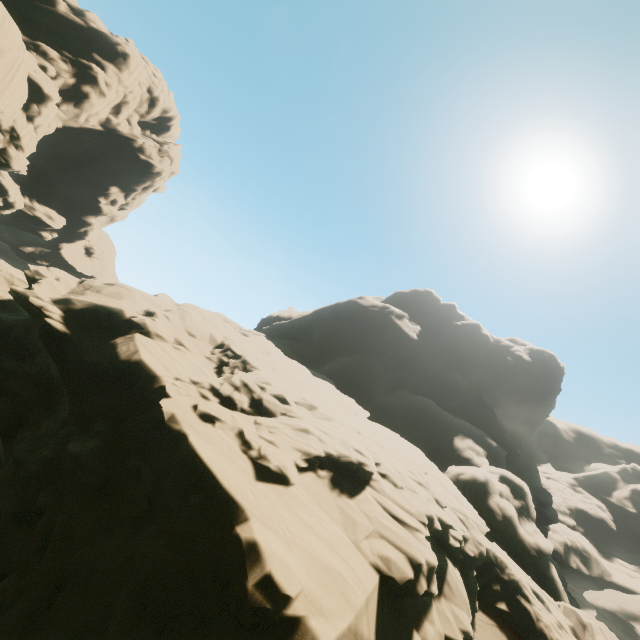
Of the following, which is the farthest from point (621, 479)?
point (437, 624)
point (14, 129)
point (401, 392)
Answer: point (14, 129)
